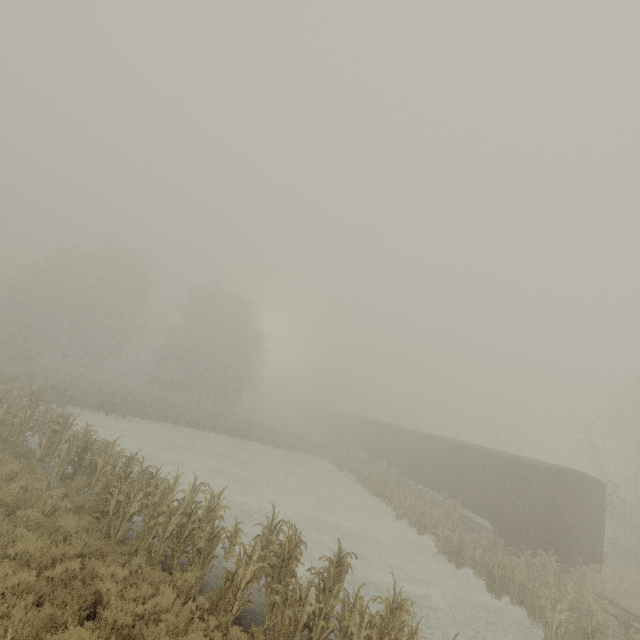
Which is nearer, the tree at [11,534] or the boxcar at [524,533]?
the tree at [11,534]

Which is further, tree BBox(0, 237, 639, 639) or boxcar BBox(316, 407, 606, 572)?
boxcar BBox(316, 407, 606, 572)

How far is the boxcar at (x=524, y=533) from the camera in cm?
1511

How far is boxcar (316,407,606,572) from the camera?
15.11m

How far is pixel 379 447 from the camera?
33.50m
